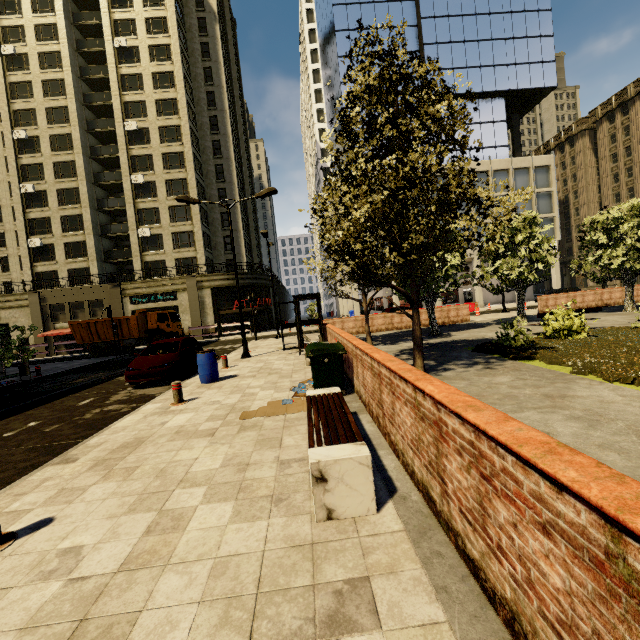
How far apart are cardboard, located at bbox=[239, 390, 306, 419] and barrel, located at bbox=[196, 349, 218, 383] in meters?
3.7

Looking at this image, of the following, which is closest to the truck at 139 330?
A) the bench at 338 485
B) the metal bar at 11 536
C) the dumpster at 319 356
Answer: the dumpster at 319 356

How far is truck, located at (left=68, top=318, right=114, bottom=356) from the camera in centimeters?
2616cm

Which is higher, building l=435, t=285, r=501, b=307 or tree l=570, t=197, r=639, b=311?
tree l=570, t=197, r=639, b=311

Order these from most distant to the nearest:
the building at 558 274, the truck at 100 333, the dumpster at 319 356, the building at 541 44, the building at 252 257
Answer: the building at 558 274
the building at 541 44
the building at 252 257
the truck at 100 333
the dumpster at 319 356

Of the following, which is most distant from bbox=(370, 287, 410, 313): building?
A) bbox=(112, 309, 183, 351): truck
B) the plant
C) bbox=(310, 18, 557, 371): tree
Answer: the plant

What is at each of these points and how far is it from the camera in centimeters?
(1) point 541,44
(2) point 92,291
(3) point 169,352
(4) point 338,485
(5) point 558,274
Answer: (1) building, 3825cm
(2) building, 3394cm
(3) car, 1194cm
(4) bench, 305cm
(5) building, 3822cm

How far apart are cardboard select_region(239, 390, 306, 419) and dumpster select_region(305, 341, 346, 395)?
0.07m
